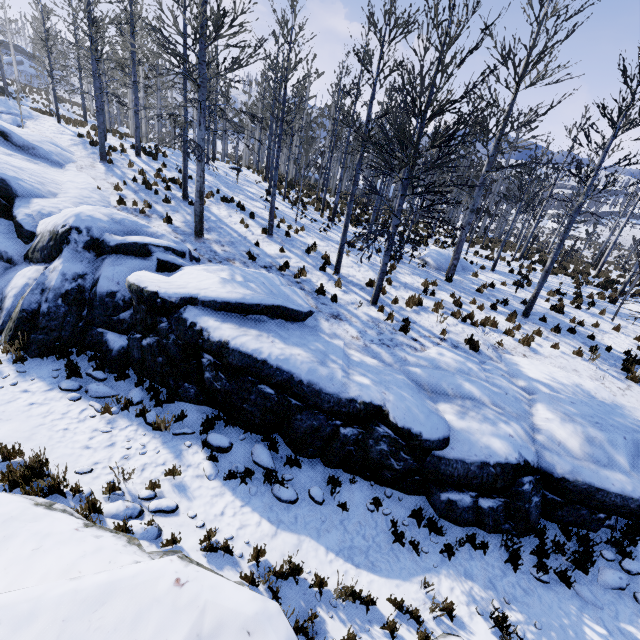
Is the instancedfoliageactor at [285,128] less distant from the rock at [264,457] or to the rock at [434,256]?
the rock at [434,256]

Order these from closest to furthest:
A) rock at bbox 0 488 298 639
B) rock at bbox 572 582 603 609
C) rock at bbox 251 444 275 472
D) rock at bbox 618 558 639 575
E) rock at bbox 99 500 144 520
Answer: rock at bbox 0 488 298 639 < rock at bbox 99 500 144 520 < rock at bbox 572 582 603 609 < rock at bbox 618 558 639 575 < rock at bbox 251 444 275 472

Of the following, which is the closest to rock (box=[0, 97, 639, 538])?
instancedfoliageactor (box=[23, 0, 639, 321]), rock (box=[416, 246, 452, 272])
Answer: rock (box=[416, 246, 452, 272])

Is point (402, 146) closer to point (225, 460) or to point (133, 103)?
point (225, 460)

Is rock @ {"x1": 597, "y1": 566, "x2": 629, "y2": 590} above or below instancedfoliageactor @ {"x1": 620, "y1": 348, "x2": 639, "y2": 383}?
below

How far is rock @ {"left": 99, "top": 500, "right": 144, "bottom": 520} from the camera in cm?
504

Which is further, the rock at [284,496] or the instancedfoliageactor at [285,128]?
the instancedfoliageactor at [285,128]
